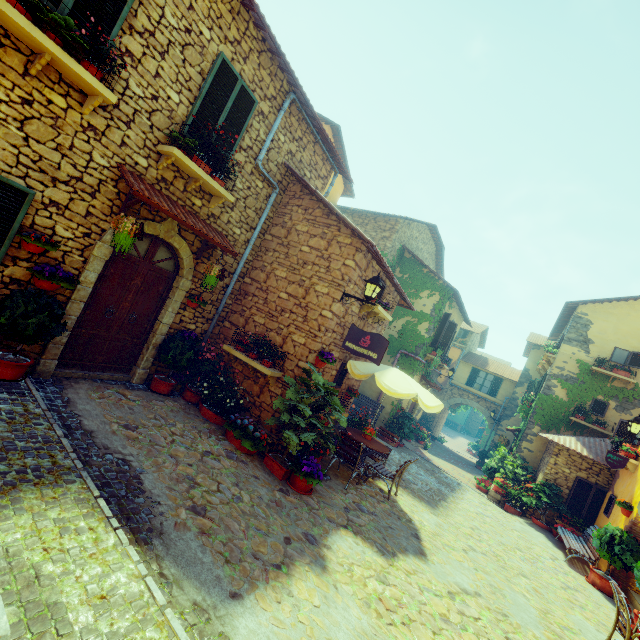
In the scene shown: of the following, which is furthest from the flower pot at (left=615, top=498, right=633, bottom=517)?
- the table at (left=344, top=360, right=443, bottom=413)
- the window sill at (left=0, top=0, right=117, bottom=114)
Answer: the window sill at (left=0, top=0, right=117, bottom=114)

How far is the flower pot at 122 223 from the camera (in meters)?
4.91

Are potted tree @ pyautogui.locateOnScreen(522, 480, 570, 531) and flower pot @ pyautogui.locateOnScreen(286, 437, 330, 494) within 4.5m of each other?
no

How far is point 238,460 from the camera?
5.8 meters

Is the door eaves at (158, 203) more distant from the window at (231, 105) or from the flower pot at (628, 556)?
the flower pot at (628, 556)

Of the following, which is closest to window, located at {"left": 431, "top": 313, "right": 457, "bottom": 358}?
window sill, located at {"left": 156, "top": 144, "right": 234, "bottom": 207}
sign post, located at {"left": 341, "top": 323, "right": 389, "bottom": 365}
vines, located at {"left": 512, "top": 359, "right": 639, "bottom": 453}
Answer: vines, located at {"left": 512, "top": 359, "right": 639, "bottom": 453}

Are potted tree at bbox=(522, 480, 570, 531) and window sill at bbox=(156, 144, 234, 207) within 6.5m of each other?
no

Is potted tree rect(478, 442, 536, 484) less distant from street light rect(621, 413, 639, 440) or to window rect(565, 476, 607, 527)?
window rect(565, 476, 607, 527)
